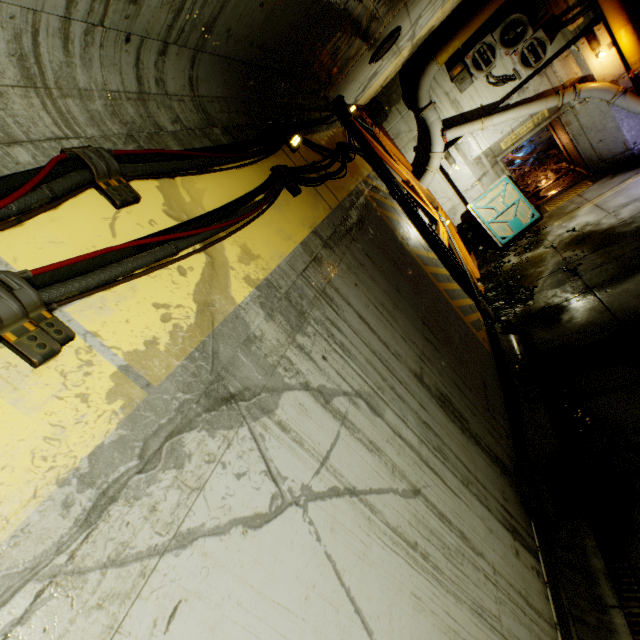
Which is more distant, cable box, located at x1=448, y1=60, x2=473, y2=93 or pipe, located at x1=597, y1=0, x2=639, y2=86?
cable box, located at x1=448, y1=60, x2=473, y2=93

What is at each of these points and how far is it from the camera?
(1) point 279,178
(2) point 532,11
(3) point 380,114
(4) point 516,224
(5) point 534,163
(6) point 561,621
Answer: (1) cable, 3.5m
(2) cable box, 9.2m
(3) cable box, 11.6m
(4) door, 11.5m
(5) rock, 15.6m
(6) pipe, 3.3m

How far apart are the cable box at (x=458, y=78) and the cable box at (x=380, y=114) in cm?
221

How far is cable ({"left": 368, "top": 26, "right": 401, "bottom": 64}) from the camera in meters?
6.7 m

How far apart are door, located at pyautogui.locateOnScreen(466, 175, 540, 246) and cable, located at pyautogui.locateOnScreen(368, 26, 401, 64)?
6.2 meters

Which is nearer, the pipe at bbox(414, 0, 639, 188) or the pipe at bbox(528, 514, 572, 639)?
the pipe at bbox(528, 514, 572, 639)

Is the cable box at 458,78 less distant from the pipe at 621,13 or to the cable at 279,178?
the pipe at 621,13

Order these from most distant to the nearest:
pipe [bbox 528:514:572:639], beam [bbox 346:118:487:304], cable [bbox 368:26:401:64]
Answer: beam [bbox 346:118:487:304], cable [bbox 368:26:401:64], pipe [bbox 528:514:572:639]
